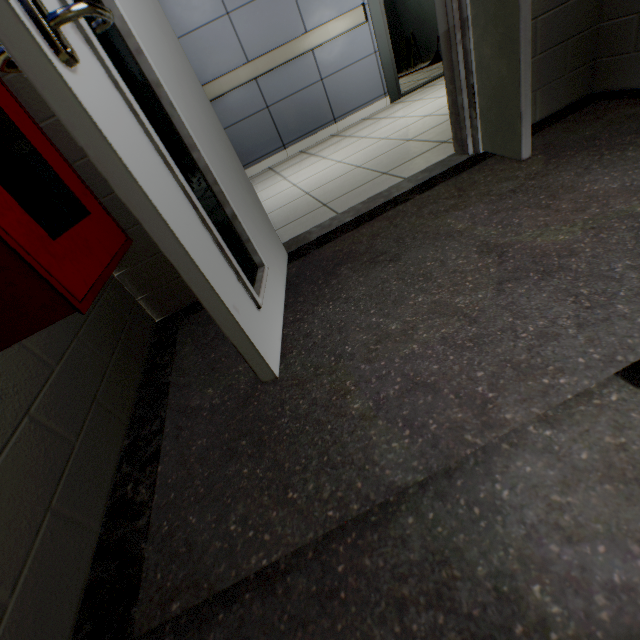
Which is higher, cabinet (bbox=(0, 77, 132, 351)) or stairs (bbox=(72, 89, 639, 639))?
cabinet (bbox=(0, 77, 132, 351))

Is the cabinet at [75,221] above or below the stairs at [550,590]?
above

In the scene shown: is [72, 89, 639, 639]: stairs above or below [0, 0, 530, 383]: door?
below

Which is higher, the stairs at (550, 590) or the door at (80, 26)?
the door at (80, 26)

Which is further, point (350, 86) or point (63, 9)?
point (350, 86)
